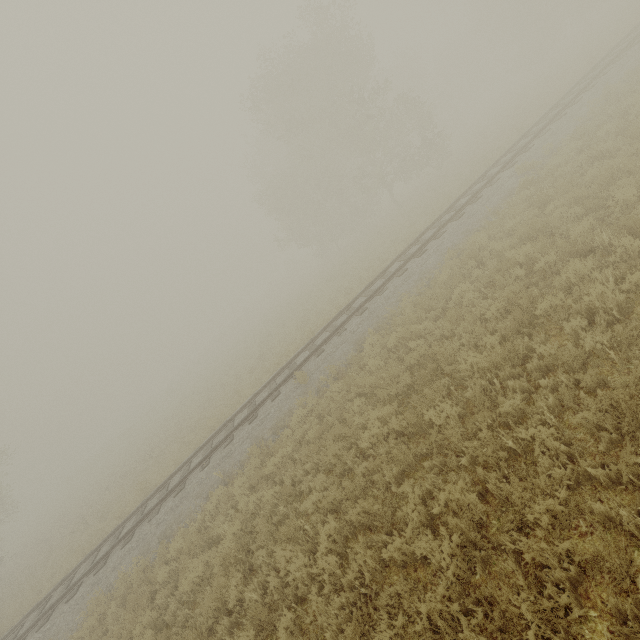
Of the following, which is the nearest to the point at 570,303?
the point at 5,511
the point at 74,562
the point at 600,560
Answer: the point at 600,560
